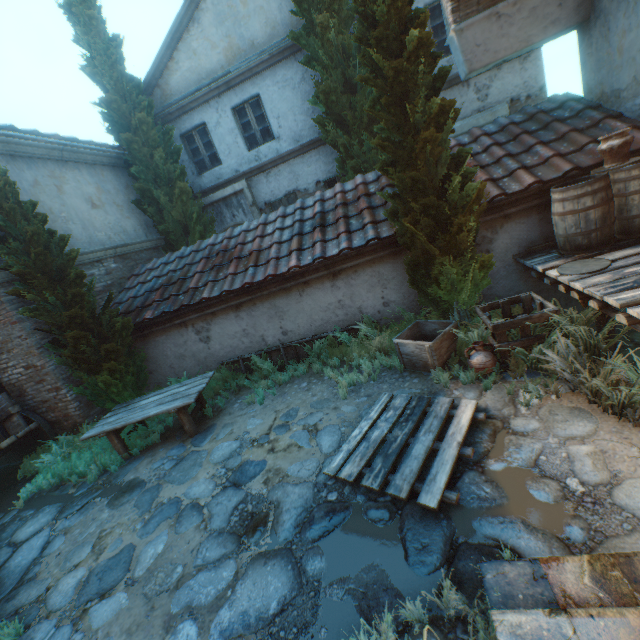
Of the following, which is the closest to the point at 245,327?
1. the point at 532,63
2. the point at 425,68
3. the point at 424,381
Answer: the point at 424,381

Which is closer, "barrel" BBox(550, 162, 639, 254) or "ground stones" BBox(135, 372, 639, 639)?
"ground stones" BBox(135, 372, 639, 639)

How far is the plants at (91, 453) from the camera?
5.8 meters

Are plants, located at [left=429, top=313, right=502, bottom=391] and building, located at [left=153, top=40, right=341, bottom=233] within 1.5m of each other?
no

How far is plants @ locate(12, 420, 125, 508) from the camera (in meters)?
5.75

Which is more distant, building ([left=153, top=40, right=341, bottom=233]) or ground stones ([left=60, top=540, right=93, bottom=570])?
building ([left=153, top=40, right=341, bottom=233])

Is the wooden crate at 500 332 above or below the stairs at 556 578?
above

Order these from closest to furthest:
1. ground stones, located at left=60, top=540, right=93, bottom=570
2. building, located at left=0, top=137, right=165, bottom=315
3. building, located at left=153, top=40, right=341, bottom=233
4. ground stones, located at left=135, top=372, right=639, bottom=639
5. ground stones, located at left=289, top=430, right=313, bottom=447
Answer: ground stones, located at left=135, top=372, right=639, bottom=639, ground stones, located at left=60, top=540, right=93, bottom=570, ground stones, located at left=289, top=430, right=313, bottom=447, building, located at left=0, top=137, right=165, bottom=315, building, located at left=153, top=40, right=341, bottom=233
